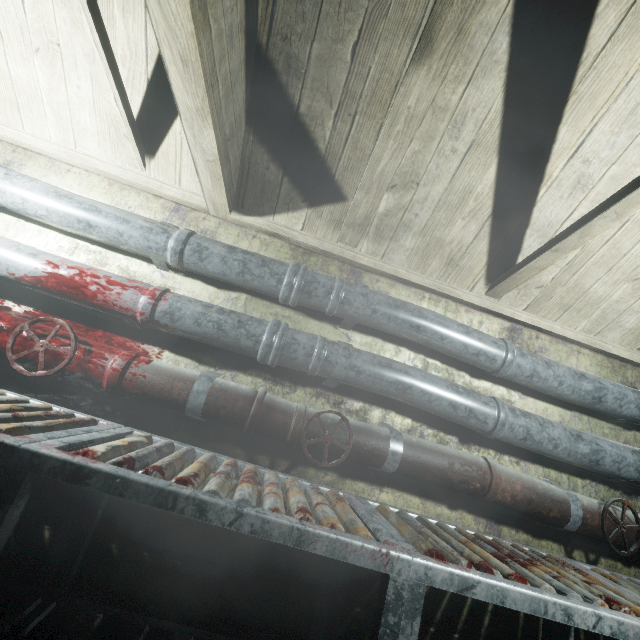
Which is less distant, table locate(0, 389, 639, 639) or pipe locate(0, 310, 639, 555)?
table locate(0, 389, 639, 639)

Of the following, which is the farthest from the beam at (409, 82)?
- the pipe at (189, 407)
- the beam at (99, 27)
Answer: the pipe at (189, 407)

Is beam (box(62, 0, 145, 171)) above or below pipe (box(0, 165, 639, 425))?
above

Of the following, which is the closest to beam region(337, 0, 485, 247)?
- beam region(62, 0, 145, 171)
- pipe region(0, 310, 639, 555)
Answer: beam region(62, 0, 145, 171)

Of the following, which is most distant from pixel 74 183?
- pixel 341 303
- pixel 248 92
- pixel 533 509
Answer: pixel 533 509

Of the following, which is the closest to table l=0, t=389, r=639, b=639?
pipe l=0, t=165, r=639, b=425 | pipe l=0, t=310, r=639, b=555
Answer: pipe l=0, t=310, r=639, b=555
